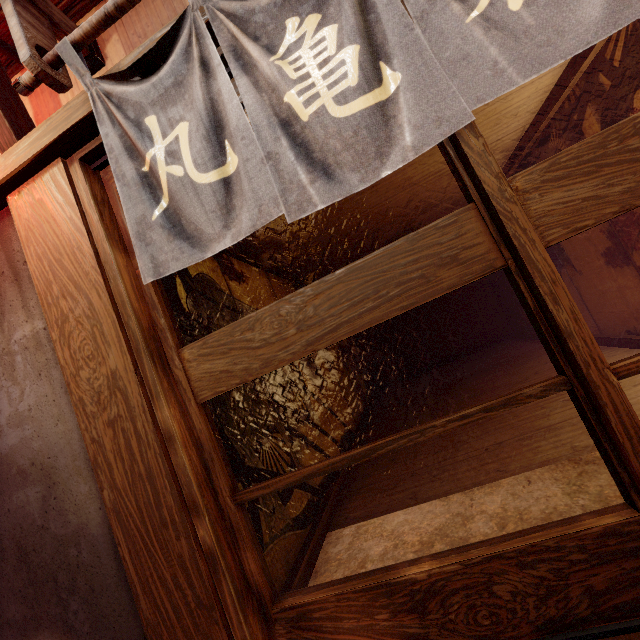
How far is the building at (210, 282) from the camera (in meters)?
4.76

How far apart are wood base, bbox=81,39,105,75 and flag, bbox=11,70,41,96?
0.02m

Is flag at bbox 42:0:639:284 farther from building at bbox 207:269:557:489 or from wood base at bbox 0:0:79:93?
building at bbox 207:269:557:489

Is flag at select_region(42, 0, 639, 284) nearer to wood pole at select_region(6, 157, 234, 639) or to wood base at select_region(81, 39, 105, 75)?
wood base at select_region(81, 39, 105, 75)

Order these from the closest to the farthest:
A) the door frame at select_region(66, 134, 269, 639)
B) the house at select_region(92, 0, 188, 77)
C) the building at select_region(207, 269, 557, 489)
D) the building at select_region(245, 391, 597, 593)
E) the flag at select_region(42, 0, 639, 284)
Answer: the flag at select_region(42, 0, 639, 284) < the door frame at select_region(66, 134, 269, 639) < the house at select_region(92, 0, 188, 77) < the building at select_region(245, 391, 597, 593) < the building at select_region(207, 269, 557, 489)

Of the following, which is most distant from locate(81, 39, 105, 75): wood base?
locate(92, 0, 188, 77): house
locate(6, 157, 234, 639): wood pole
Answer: locate(6, 157, 234, 639): wood pole

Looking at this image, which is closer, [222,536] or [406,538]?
[222,536]

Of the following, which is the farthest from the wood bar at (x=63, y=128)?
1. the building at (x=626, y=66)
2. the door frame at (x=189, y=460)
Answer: the building at (x=626, y=66)
